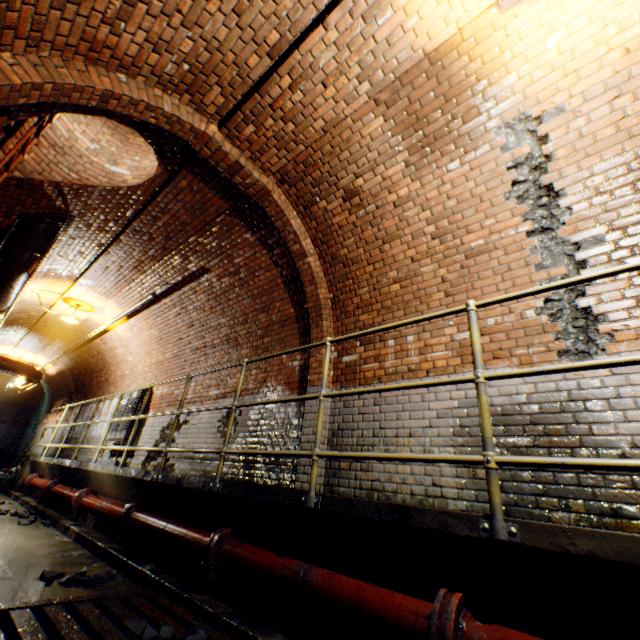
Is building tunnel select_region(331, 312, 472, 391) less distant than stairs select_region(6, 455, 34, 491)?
Yes

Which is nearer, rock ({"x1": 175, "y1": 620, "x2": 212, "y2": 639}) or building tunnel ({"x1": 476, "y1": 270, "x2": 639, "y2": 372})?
rock ({"x1": 175, "y1": 620, "x2": 212, "y2": 639})

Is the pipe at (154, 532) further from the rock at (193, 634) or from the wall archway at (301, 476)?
the wall archway at (301, 476)

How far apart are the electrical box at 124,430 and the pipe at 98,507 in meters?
2.6

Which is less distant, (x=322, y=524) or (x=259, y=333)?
(x=322, y=524)

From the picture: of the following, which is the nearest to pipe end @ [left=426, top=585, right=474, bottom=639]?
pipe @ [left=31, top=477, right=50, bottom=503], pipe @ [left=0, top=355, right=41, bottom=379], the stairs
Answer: pipe @ [left=31, top=477, right=50, bottom=503]

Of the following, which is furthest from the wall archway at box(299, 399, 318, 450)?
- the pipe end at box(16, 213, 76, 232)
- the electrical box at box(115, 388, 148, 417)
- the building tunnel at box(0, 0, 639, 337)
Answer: the electrical box at box(115, 388, 148, 417)

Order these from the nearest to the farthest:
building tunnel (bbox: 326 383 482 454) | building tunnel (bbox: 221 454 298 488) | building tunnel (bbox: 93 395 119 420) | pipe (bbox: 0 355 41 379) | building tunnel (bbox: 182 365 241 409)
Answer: building tunnel (bbox: 326 383 482 454)
building tunnel (bbox: 221 454 298 488)
building tunnel (bbox: 182 365 241 409)
building tunnel (bbox: 93 395 119 420)
pipe (bbox: 0 355 41 379)
